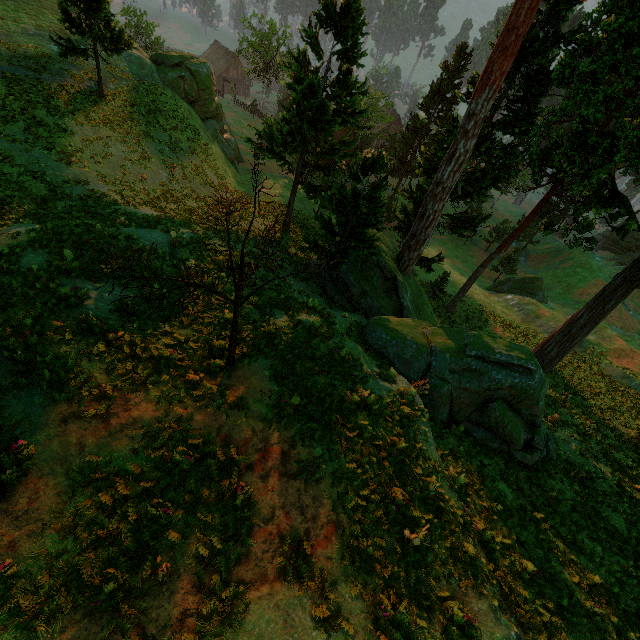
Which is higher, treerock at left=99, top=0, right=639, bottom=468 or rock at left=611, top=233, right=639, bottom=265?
treerock at left=99, top=0, right=639, bottom=468

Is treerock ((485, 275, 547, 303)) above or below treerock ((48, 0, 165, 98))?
below

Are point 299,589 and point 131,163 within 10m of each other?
no

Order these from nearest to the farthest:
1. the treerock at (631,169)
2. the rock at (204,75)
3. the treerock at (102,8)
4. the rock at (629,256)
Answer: the treerock at (631,169) < the treerock at (102,8) < the rock at (204,75) < the rock at (629,256)

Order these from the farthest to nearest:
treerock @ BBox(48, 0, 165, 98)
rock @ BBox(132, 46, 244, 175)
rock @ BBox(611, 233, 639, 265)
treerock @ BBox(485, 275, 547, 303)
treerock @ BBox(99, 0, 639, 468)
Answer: rock @ BBox(611, 233, 639, 265) < treerock @ BBox(485, 275, 547, 303) < rock @ BBox(132, 46, 244, 175) < treerock @ BBox(48, 0, 165, 98) < treerock @ BBox(99, 0, 639, 468)

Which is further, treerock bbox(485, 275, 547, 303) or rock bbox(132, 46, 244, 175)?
treerock bbox(485, 275, 547, 303)

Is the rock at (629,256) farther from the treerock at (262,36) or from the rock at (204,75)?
the rock at (204,75)
